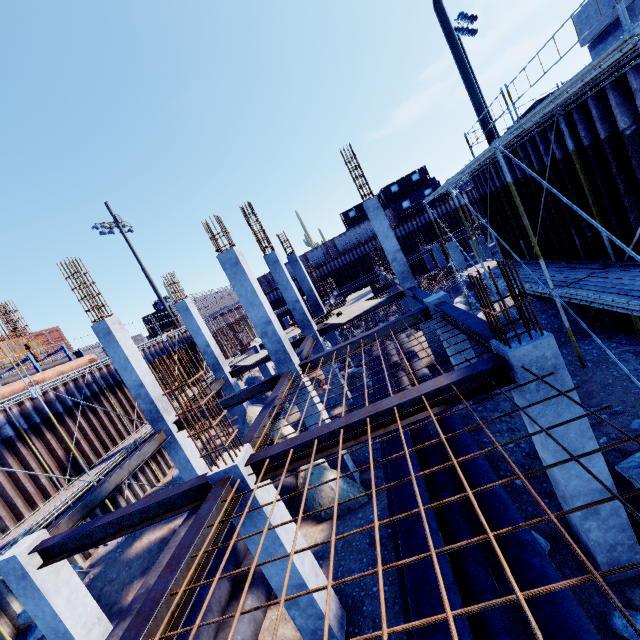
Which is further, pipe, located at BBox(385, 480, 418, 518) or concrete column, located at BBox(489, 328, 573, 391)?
pipe, located at BBox(385, 480, 418, 518)

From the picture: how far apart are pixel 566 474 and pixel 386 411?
2.7m

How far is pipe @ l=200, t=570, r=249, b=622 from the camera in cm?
618

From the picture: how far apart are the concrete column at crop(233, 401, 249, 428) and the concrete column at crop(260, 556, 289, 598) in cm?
1036

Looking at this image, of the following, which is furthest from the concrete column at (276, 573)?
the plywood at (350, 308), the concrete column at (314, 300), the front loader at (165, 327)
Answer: the front loader at (165, 327)

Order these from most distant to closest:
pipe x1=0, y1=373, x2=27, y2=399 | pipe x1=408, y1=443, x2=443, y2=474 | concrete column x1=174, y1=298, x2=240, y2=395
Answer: concrete column x1=174, y1=298, x2=240, y2=395, pipe x1=0, y1=373, x2=27, y2=399, pipe x1=408, y1=443, x2=443, y2=474

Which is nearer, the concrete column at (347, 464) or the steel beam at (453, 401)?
the steel beam at (453, 401)

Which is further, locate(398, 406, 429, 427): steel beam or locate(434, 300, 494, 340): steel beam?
locate(434, 300, 494, 340): steel beam
